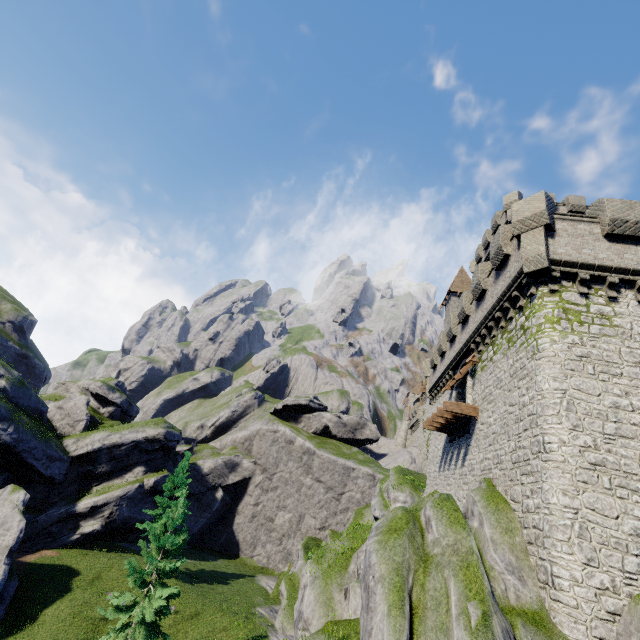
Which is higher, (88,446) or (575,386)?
(575,386)

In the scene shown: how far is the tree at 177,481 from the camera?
31.0m

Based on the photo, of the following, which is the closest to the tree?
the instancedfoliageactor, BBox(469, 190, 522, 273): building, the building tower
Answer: the instancedfoliageactor

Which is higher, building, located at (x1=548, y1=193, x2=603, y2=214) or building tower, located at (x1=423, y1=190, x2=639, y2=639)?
building, located at (x1=548, y1=193, x2=603, y2=214)

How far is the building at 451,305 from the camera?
41.1m

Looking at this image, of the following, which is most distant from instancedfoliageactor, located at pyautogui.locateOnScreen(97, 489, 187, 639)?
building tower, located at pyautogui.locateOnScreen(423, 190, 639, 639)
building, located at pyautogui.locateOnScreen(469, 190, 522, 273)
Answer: building, located at pyautogui.locateOnScreen(469, 190, 522, 273)

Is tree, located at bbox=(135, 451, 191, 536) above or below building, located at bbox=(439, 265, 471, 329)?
below

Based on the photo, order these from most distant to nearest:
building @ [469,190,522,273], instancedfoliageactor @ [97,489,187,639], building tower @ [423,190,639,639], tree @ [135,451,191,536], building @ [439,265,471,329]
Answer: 1. building @ [439,265,471,329]
2. tree @ [135,451,191,536]
3. building @ [469,190,522,273]
4. instancedfoliageactor @ [97,489,187,639]
5. building tower @ [423,190,639,639]
